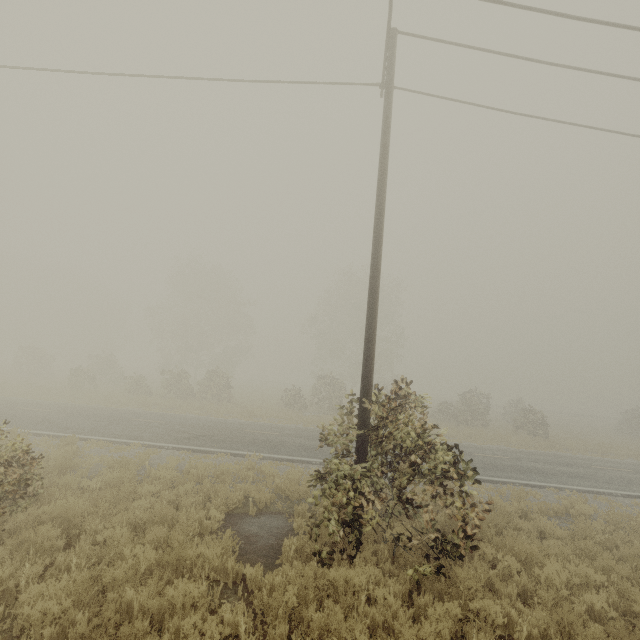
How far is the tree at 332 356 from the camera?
6.23m

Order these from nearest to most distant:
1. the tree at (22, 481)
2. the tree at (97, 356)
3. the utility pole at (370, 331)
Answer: the tree at (22, 481), the utility pole at (370, 331), the tree at (97, 356)

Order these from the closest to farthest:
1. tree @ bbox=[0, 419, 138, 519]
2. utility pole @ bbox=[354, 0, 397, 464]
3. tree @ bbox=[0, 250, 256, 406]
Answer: tree @ bbox=[0, 419, 138, 519]
utility pole @ bbox=[354, 0, 397, 464]
tree @ bbox=[0, 250, 256, 406]

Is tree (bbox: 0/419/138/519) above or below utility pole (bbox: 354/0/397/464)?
below

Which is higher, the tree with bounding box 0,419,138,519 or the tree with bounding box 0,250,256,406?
the tree with bounding box 0,250,256,406

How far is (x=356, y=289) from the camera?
42.3 meters

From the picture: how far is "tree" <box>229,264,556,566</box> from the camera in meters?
6.2 m

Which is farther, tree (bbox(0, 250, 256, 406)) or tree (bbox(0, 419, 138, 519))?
tree (bbox(0, 250, 256, 406))
